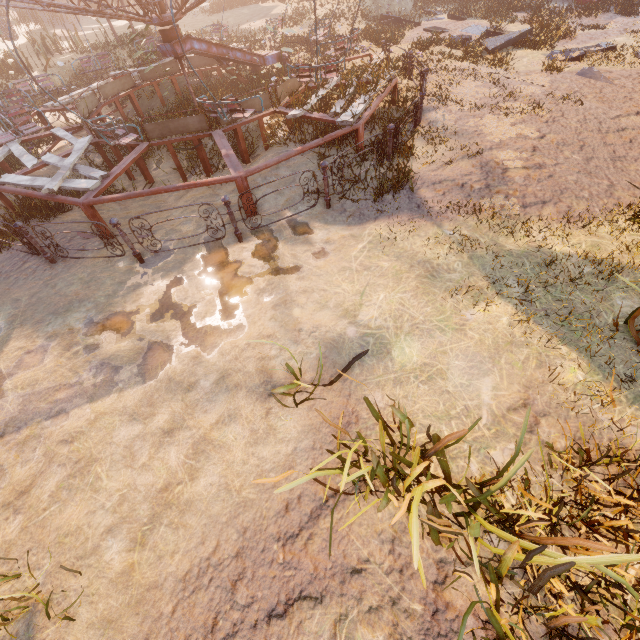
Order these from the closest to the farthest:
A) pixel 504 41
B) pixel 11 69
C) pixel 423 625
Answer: pixel 423 625
pixel 504 41
pixel 11 69

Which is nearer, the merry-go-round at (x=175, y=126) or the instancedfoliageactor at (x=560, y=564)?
the instancedfoliageactor at (x=560, y=564)

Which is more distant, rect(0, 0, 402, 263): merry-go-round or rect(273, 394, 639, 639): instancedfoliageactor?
rect(0, 0, 402, 263): merry-go-round
